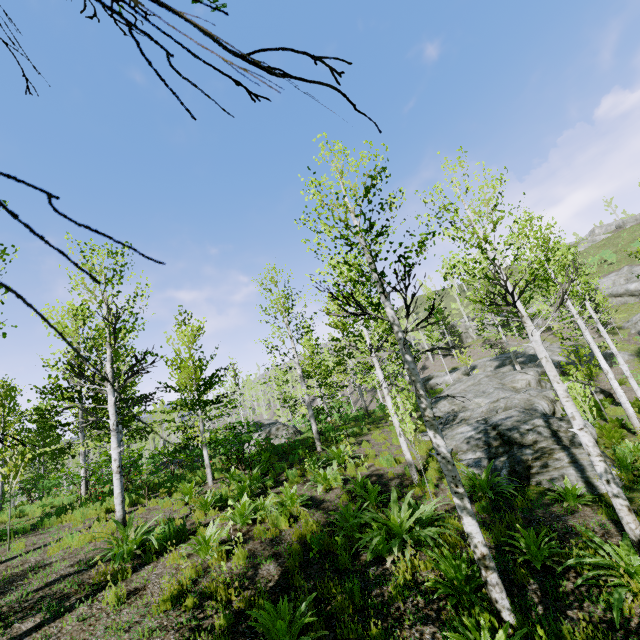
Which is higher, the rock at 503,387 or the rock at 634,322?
the rock at 634,322

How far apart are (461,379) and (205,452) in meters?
21.2 m

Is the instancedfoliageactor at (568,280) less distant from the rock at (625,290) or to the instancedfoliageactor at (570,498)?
the instancedfoliageactor at (570,498)

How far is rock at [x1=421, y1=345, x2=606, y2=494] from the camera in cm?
862

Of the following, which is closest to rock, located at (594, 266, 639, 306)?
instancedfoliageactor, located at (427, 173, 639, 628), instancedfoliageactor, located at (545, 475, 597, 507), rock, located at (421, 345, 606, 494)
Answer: instancedfoliageactor, located at (427, 173, 639, 628)

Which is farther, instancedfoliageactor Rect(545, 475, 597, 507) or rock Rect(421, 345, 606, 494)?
rock Rect(421, 345, 606, 494)

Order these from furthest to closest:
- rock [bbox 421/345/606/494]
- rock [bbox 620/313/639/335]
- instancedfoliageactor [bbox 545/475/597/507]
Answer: rock [bbox 620/313/639/335], rock [bbox 421/345/606/494], instancedfoliageactor [bbox 545/475/597/507]

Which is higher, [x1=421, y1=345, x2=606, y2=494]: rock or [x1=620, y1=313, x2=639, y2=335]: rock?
[x1=620, y1=313, x2=639, y2=335]: rock
